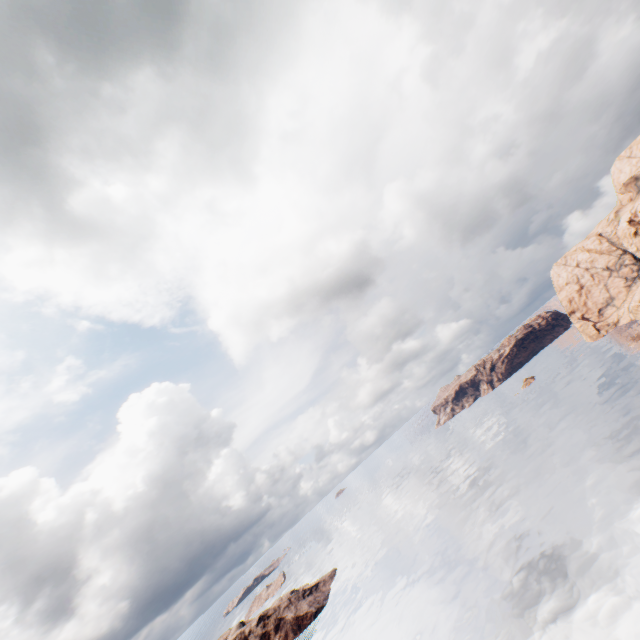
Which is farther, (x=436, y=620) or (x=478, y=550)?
(x=478, y=550)
